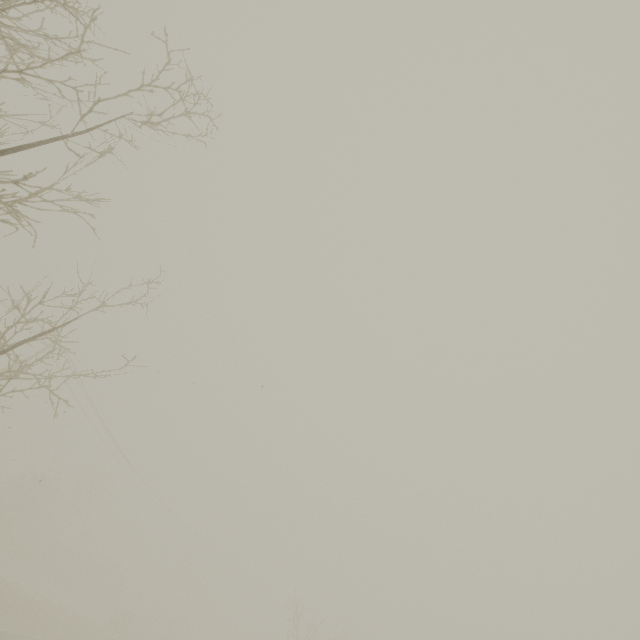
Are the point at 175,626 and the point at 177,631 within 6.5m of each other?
yes
